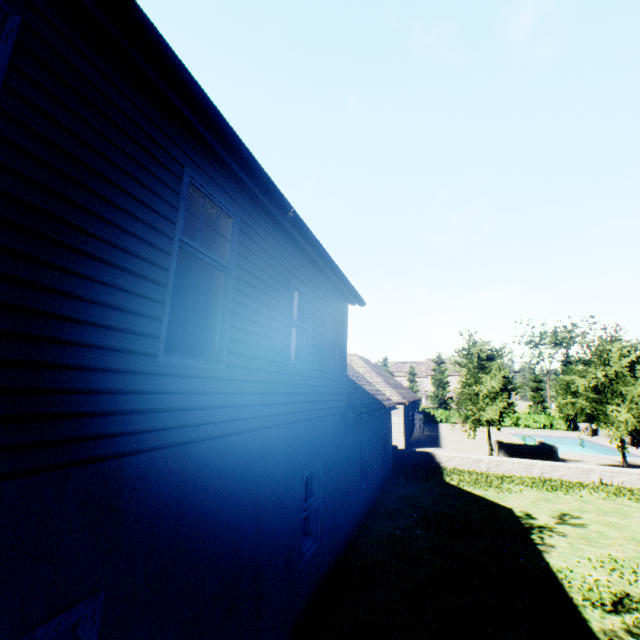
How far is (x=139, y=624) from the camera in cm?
269

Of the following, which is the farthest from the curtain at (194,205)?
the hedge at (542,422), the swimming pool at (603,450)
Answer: the hedge at (542,422)

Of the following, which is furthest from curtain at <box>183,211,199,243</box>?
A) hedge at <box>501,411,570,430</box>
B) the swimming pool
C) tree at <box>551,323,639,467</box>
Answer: hedge at <box>501,411,570,430</box>

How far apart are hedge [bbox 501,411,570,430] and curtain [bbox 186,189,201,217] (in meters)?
50.80

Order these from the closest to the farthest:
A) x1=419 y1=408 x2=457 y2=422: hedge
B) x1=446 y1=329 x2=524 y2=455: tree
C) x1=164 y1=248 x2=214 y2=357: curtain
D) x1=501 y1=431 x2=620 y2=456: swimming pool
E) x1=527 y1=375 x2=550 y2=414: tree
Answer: x1=164 y1=248 x2=214 y2=357: curtain < x1=446 y1=329 x2=524 y2=455: tree < x1=501 y1=431 x2=620 y2=456: swimming pool < x1=419 y1=408 x2=457 y2=422: hedge < x1=527 y1=375 x2=550 y2=414: tree

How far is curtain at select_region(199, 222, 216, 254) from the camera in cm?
419

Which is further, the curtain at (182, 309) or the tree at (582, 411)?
the tree at (582, 411)
